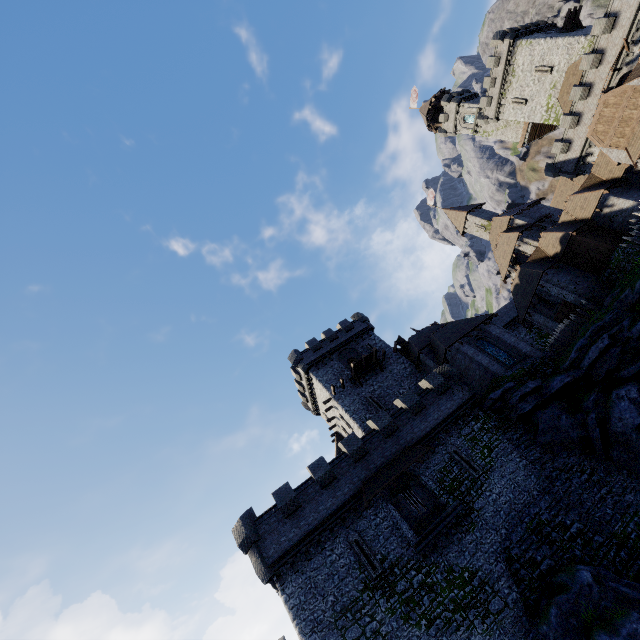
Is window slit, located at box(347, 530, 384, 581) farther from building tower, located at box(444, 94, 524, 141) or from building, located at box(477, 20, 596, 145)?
building tower, located at box(444, 94, 524, 141)

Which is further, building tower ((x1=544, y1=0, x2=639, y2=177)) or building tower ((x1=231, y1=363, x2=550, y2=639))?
building tower ((x1=544, y1=0, x2=639, y2=177))

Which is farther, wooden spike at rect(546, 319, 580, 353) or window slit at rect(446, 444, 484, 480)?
Answer: wooden spike at rect(546, 319, 580, 353)

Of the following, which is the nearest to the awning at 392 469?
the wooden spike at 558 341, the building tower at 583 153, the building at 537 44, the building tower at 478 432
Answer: the building tower at 478 432

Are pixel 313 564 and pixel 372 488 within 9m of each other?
yes

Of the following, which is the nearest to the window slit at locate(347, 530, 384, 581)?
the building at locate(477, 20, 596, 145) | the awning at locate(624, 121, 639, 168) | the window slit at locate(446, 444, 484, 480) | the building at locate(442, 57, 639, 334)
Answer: the window slit at locate(446, 444, 484, 480)

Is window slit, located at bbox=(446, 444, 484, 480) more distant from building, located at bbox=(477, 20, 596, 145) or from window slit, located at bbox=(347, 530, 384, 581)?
building, located at bbox=(477, 20, 596, 145)

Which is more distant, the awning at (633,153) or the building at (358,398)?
the building at (358,398)
